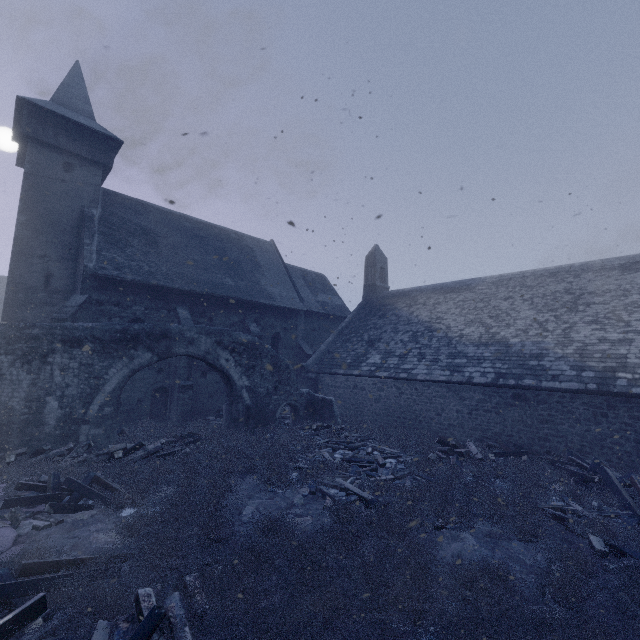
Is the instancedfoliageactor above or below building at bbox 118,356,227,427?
below

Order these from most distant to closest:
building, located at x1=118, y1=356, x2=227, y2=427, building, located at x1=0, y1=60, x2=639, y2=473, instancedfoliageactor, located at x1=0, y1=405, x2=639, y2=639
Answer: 1. building, located at x1=118, y1=356, x2=227, y2=427
2. building, located at x1=0, y1=60, x2=639, y2=473
3. instancedfoliageactor, located at x1=0, y1=405, x2=639, y2=639

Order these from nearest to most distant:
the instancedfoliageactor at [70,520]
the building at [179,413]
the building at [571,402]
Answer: the instancedfoliageactor at [70,520]
the building at [571,402]
the building at [179,413]

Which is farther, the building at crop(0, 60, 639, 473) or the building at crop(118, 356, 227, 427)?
the building at crop(118, 356, 227, 427)

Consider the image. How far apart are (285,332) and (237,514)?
15.6 meters

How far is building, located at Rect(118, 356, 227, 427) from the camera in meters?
15.6 m

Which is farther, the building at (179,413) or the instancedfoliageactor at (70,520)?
the building at (179,413)
